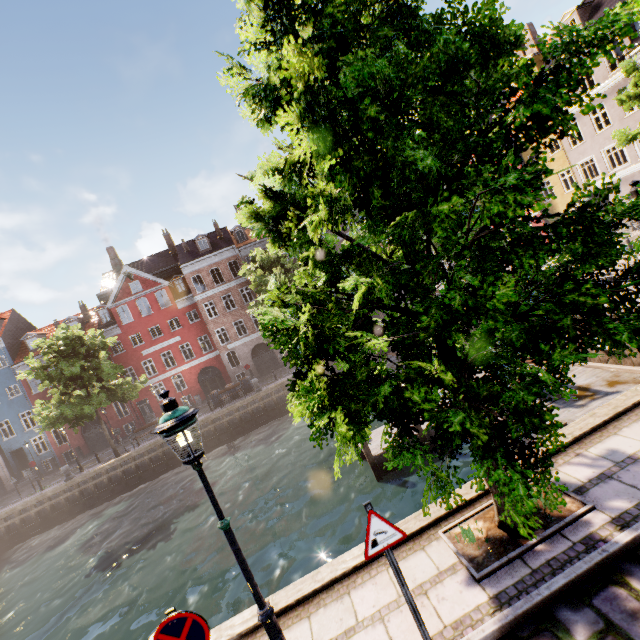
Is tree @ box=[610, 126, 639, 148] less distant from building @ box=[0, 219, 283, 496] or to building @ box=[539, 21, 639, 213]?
building @ box=[539, 21, 639, 213]

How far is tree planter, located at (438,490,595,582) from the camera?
4.3 meters

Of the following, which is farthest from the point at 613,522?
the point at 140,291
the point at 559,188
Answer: the point at 140,291

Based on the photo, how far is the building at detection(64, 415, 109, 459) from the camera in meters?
31.6

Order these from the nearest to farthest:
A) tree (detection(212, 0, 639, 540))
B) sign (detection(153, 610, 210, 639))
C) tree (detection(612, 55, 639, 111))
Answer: tree (detection(212, 0, 639, 540)), sign (detection(153, 610, 210, 639)), tree (detection(612, 55, 639, 111))

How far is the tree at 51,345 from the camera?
20.95m

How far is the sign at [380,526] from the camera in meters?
3.5 m

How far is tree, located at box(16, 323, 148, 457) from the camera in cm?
2095
